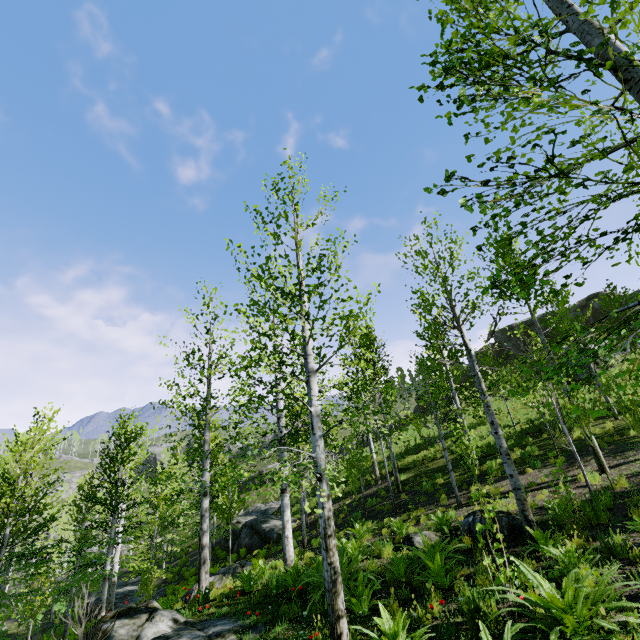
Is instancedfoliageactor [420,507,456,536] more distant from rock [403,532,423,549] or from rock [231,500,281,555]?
rock [403,532,423,549]

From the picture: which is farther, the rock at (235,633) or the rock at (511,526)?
the rock at (511,526)

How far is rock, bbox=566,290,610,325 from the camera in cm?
3334

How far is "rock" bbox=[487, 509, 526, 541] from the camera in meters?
7.9 m

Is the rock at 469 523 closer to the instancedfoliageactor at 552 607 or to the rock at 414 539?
the rock at 414 539

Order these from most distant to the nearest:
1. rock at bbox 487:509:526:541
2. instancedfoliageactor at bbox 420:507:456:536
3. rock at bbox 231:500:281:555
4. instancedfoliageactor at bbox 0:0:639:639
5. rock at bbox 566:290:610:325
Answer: rock at bbox 566:290:610:325
rock at bbox 231:500:281:555
instancedfoliageactor at bbox 420:507:456:536
rock at bbox 487:509:526:541
instancedfoliageactor at bbox 0:0:639:639

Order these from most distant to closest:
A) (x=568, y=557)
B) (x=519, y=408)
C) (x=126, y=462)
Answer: (x=519, y=408)
(x=126, y=462)
(x=568, y=557)

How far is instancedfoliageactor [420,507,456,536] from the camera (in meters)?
9.53
